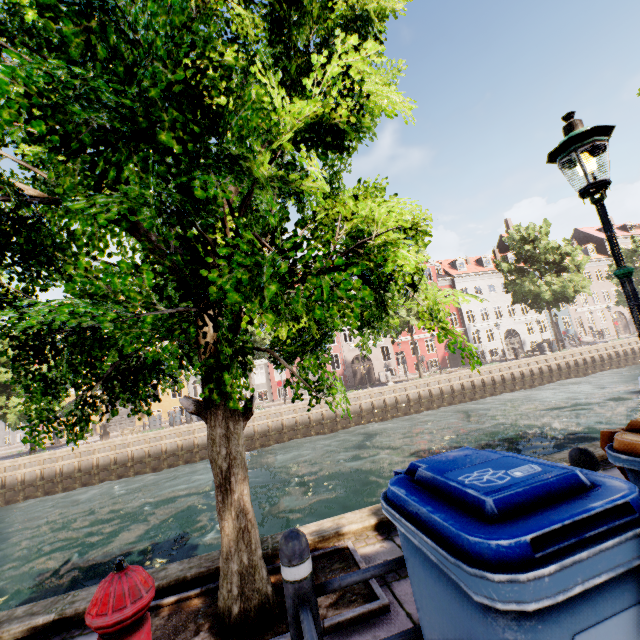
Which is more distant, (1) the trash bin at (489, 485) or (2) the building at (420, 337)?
(2) the building at (420, 337)

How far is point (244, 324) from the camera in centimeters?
192cm

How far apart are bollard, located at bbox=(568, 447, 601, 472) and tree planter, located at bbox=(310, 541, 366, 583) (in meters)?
1.42

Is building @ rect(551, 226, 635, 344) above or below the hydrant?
above

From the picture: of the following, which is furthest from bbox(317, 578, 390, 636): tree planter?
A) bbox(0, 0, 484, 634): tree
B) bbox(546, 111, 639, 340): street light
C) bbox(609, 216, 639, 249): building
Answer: bbox(609, 216, 639, 249): building

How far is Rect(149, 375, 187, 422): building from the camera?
30.4 meters

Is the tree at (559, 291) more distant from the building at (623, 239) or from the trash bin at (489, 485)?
the building at (623, 239)
